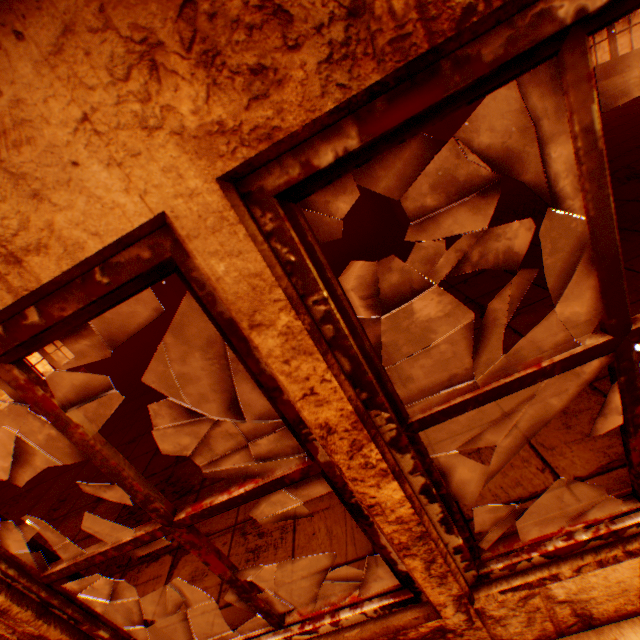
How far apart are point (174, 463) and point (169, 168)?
4.1m

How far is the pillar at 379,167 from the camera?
7.0m

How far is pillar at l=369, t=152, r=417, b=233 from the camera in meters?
7.0
